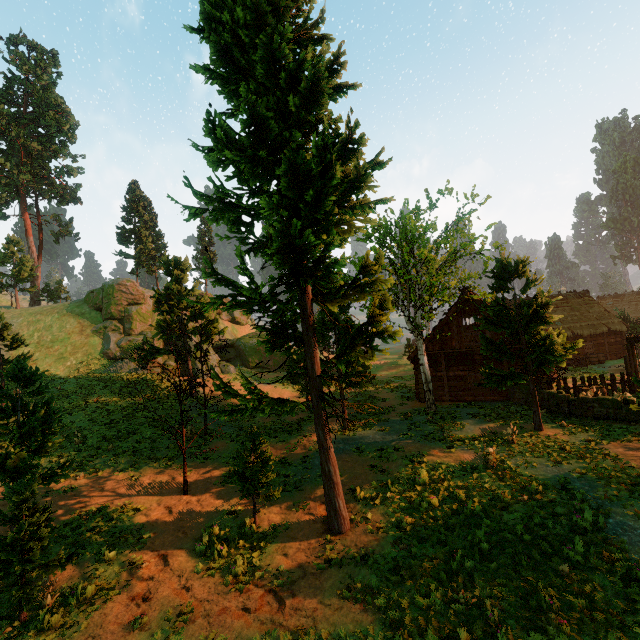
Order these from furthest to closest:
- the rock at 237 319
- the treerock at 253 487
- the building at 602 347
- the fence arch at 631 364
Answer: the rock at 237 319 → the building at 602 347 → the fence arch at 631 364 → the treerock at 253 487

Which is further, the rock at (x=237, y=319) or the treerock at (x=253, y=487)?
the rock at (x=237, y=319)

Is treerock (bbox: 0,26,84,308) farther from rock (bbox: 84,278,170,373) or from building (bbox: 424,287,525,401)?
rock (bbox: 84,278,170,373)

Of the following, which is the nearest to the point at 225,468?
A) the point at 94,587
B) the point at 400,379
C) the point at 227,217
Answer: the point at 94,587

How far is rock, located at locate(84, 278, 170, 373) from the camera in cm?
3294

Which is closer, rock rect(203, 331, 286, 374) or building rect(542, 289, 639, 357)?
building rect(542, 289, 639, 357)

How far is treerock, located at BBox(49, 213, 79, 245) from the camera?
49.4m

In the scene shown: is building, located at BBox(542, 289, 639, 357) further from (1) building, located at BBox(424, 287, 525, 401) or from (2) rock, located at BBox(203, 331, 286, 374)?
(2) rock, located at BBox(203, 331, 286, 374)
